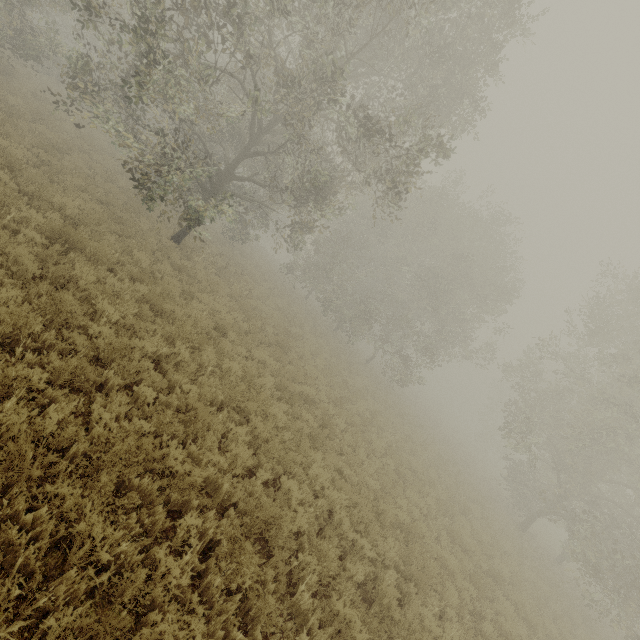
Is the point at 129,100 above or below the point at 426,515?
above
